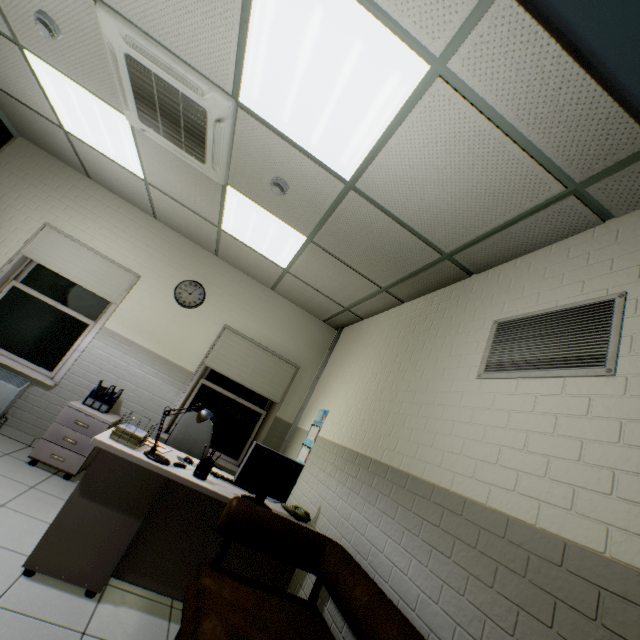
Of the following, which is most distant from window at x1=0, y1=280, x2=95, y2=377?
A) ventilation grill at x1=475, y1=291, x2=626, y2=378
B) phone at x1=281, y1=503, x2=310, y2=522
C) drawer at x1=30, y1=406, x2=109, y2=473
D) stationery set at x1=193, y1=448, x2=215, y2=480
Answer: ventilation grill at x1=475, y1=291, x2=626, y2=378

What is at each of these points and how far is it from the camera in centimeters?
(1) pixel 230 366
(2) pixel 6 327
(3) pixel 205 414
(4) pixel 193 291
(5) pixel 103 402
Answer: (1) blinds, 474cm
(2) window, 407cm
(3) lamp, 275cm
(4) clock, 477cm
(5) document folder, 389cm

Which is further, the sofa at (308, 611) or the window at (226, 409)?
the window at (226, 409)

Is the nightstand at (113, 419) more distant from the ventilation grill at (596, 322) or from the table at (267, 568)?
the ventilation grill at (596, 322)

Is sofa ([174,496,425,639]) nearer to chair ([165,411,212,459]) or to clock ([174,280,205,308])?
chair ([165,411,212,459])

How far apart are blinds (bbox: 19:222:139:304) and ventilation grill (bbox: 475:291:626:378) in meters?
4.5 m

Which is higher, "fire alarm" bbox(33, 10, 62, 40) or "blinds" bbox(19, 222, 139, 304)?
"fire alarm" bbox(33, 10, 62, 40)

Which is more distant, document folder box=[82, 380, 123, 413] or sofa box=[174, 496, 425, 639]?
document folder box=[82, 380, 123, 413]
